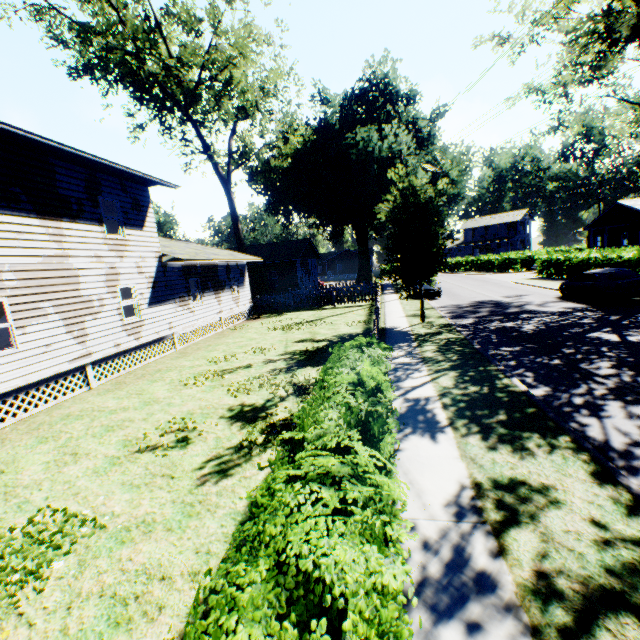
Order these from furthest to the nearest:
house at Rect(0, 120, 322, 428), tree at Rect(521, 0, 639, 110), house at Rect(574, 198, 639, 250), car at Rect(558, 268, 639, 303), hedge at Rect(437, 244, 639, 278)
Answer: house at Rect(574, 198, 639, 250) < hedge at Rect(437, 244, 639, 278) < tree at Rect(521, 0, 639, 110) < car at Rect(558, 268, 639, 303) < house at Rect(0, 120, 322, 428)

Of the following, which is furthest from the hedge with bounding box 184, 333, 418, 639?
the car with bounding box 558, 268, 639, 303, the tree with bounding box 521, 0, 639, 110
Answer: the tree with bounding box 521, 0, 639, 110

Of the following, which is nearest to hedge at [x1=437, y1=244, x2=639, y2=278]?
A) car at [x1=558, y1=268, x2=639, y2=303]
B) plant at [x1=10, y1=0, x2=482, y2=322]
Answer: car at [x1=558, y1=268, x2=639, y2=303]

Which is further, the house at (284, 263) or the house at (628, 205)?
the house at (628, 205)

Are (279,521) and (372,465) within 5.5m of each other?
yes

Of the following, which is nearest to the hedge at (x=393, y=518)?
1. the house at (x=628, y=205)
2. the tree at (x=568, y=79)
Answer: the tree at (x=568, y=79)

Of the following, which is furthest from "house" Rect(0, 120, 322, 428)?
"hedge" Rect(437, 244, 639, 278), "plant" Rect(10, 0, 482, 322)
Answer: "hedge" Rect(437, 244, 639, 278)

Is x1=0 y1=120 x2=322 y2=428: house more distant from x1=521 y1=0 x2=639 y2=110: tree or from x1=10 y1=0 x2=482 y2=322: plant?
x1=521 y1=0 x2=639 y2=110: tree
